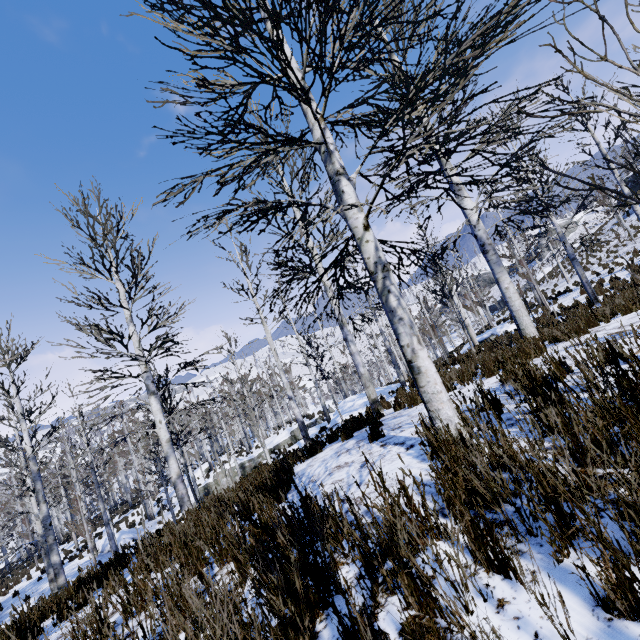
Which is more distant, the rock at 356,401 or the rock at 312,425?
the rock at 312,425

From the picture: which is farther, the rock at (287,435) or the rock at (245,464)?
the rock at (245,464)

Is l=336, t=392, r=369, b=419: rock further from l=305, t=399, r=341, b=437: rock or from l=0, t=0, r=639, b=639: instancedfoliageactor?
l=305, t=399, r=341, b=437: rock

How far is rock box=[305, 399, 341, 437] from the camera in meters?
17.2

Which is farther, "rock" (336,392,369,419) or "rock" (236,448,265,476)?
"rock" (236,448,265,476)

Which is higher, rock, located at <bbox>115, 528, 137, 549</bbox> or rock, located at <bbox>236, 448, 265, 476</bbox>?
rock, located at <bbox>236, 448, 265, 476</bbox>

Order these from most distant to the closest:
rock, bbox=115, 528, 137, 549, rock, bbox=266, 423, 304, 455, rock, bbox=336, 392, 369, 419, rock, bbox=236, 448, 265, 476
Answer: rock, bbox=236, 448, 265, 476 < rock, bbox=115, 528, 137, 549 < rock, bbox=266, 423, 304, 455 < rock, bbox=336, 392, 369, 419

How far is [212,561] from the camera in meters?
3.3 m
